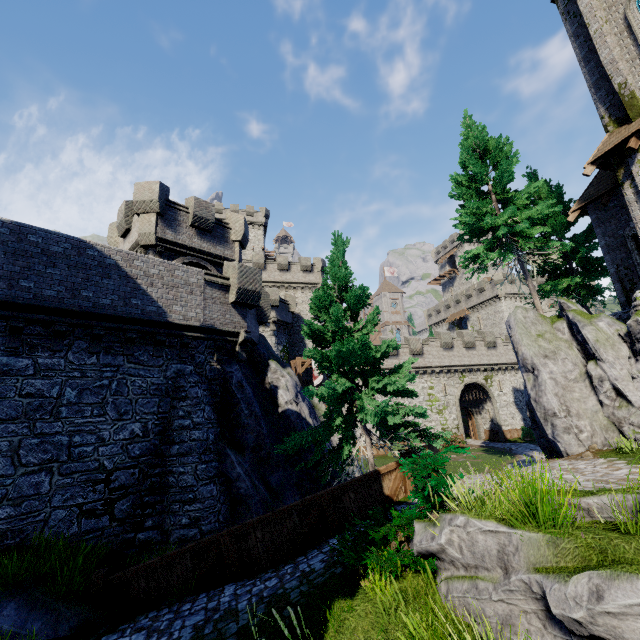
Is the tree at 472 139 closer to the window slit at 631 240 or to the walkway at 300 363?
the window slit at 631 240

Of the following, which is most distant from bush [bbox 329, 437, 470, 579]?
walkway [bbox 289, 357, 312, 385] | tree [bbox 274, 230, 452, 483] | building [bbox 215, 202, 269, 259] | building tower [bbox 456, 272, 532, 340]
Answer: building tower [bbox 456, 272, 532, 340]

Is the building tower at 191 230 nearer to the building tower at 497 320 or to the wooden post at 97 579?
the wooden post at 97 579

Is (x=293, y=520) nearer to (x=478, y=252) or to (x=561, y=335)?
(x=561, y=335)

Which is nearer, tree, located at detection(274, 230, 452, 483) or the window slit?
tree, located at detection(274, 230, 452, 483)

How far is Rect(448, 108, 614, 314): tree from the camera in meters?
16.6

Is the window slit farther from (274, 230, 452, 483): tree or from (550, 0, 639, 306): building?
(274, 230, 452, 483): tree

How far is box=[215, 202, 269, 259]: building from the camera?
53.1 meters
